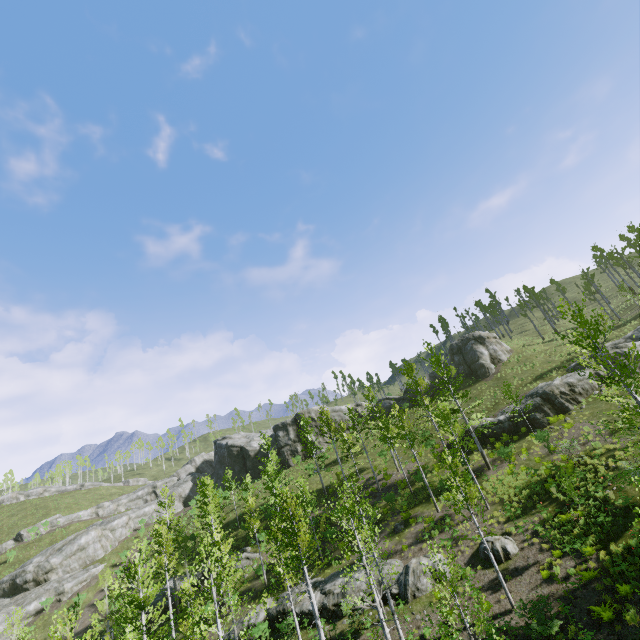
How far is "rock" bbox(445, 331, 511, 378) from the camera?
43.8m

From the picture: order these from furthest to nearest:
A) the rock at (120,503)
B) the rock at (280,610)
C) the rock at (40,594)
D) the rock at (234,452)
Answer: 1. the rock at (234,452)
2. the rock at (120,503)
3. the rock at (40,594)
4. the rock at (280,610)

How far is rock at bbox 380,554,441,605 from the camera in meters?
19.3 m

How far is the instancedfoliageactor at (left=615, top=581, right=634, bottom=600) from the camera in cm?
1360

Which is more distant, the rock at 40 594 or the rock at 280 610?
the rock at 40 594

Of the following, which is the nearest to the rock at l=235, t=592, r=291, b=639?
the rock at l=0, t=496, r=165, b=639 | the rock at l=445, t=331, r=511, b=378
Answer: the rock at l=445, t=331, r=511, b=378

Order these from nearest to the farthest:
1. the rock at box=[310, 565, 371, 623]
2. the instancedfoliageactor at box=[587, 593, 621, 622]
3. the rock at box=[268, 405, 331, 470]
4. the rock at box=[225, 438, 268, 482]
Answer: the instancedfoliageactor at box=[587, 593, 621, 622] → the rock at box=[310, 565, 371, 623] → the rock at box=[268, 405, 331, 470] → the rock at box=[225, 438, 268, 482]

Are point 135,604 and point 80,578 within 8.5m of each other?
no
